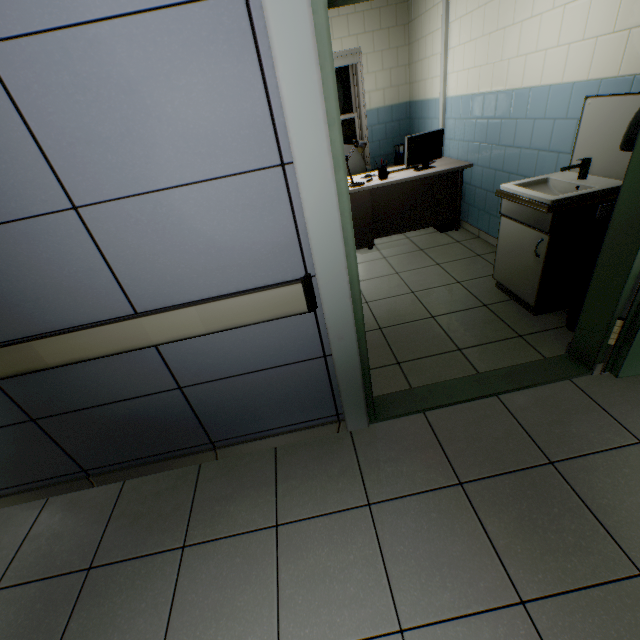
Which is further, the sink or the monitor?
the monitor

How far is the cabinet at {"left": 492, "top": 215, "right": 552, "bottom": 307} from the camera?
2.45m

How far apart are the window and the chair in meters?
0.7 m

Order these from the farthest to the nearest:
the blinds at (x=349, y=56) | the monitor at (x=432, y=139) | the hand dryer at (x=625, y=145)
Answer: the blinds at (x=349, y=56) → the monitor at (x=432, y=139) → the hand dryer at (x=625, y=145)

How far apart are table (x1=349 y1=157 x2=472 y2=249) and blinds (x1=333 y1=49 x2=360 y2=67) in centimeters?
176cm

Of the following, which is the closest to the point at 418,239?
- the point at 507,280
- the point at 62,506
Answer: the point at 507,280

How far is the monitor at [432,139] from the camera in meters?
4.0 m

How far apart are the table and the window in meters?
1.5
